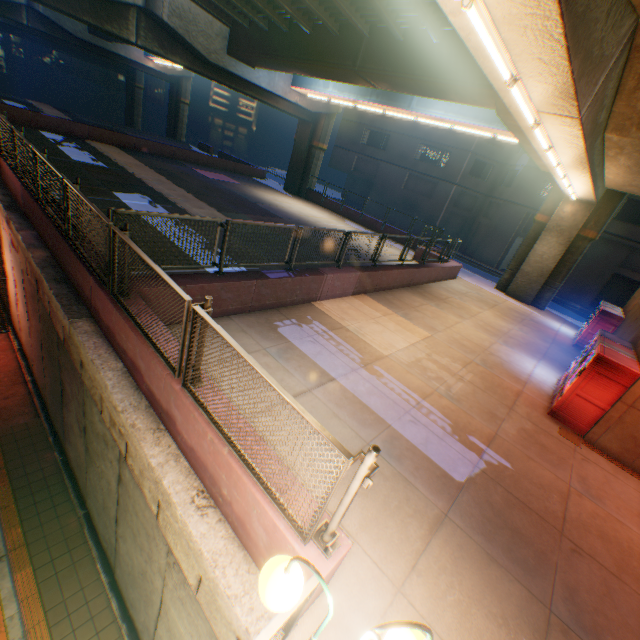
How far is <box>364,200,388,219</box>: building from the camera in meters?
37.2

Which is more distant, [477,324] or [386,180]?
[386,180]

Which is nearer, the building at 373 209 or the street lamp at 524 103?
the street lamp at 524 103

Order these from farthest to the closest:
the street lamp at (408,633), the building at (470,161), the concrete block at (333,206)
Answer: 1. the building at (470,161)
2. the concrete block at (333,206)
3. the street lamp at (408,633)

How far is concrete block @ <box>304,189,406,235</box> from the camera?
25.6m

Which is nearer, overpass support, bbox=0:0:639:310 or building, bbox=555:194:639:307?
overpass support, bbox=0:0:639:310

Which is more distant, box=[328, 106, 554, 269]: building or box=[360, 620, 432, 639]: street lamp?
box=[328, 106, 554, 269]: building

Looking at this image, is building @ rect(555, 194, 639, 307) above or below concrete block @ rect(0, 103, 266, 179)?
above
